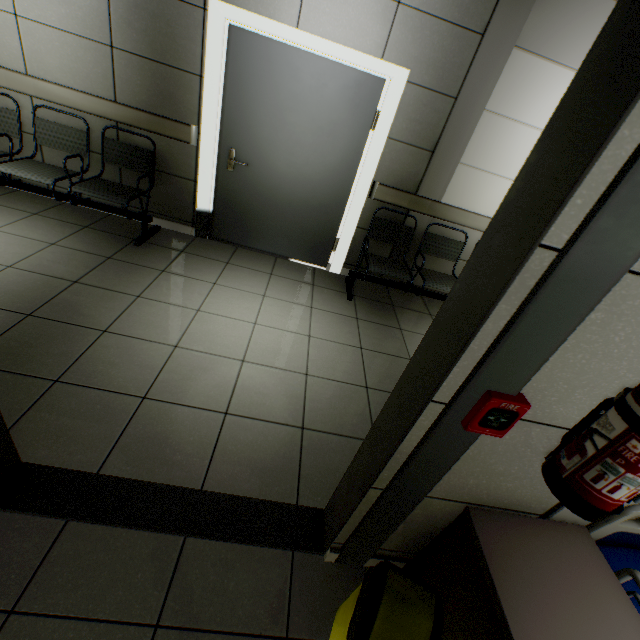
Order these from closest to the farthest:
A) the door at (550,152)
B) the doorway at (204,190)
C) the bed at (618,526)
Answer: the door at (550,152)
the bed at (618,526)
the doorway at (204,190)

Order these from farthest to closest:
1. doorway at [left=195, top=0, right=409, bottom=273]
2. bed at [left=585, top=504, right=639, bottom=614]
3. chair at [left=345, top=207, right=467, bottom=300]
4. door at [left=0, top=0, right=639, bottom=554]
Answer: chair at [left=345, top=207, right=467, bottom=300], doorway at [left=195, top=0, right=409, bottom=273], bed at [left=585, top=504, right=639, bottom=614], door at [left=0, top=0, right=639, bottom=554]

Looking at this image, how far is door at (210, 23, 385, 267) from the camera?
3.0m

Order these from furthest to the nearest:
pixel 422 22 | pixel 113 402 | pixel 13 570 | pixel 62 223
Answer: pixel 62 223 → pixel 422 22 → pixel 113 402 → pixel 13 570

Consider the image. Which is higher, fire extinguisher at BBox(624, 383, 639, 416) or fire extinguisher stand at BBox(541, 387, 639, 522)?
fire extinguisher at BBox(624, 383, 639, 416)

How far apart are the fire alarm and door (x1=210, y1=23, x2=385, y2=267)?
3.19m

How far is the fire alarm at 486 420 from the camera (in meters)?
0.86

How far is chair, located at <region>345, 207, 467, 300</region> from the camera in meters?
3.5
